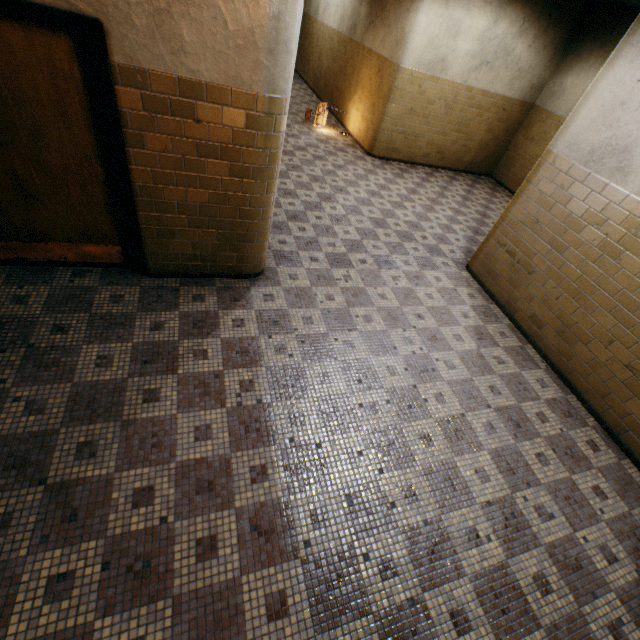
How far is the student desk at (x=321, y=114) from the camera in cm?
893

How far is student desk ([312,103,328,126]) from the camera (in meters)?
8.93

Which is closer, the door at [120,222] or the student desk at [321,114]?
the door at [120,222]

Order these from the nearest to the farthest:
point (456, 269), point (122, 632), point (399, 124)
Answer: point (122, 632)
point (456, 269)
point (399, 124)

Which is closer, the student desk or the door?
the door
